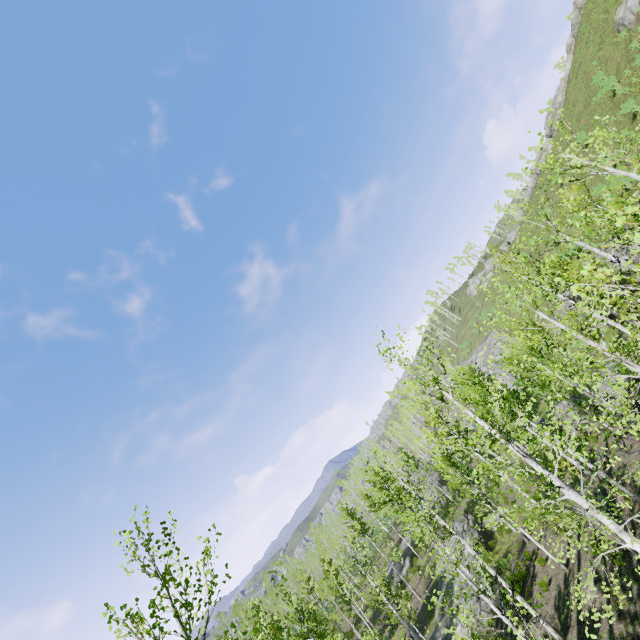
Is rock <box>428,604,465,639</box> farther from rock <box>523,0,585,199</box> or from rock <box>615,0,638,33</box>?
rock <box>523,0,585,199</box>

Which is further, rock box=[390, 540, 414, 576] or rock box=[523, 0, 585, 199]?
rock box=[523, 0, 585, 199]

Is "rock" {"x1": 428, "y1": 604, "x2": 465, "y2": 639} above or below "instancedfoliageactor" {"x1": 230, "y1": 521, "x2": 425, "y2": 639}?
below

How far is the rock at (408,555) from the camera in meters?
35.5 m

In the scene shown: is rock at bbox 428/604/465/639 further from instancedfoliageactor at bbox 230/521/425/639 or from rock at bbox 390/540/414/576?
rock at bbox 390/540/414/576

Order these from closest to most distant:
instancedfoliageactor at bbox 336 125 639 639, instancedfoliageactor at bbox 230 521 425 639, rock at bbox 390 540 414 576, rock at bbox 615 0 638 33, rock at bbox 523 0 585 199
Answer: instancedfoliageactor at bbox 336 125 639 639, instancedfoliageactor at bbox 230 521 425 639, rock at bbox 615 0 638 33, rock at bbox 390 540 414 576, rock at bbox 523 0 585 199

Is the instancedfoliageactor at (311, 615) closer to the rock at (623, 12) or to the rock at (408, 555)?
the rock at (408, 555)

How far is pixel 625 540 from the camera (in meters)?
7.48
